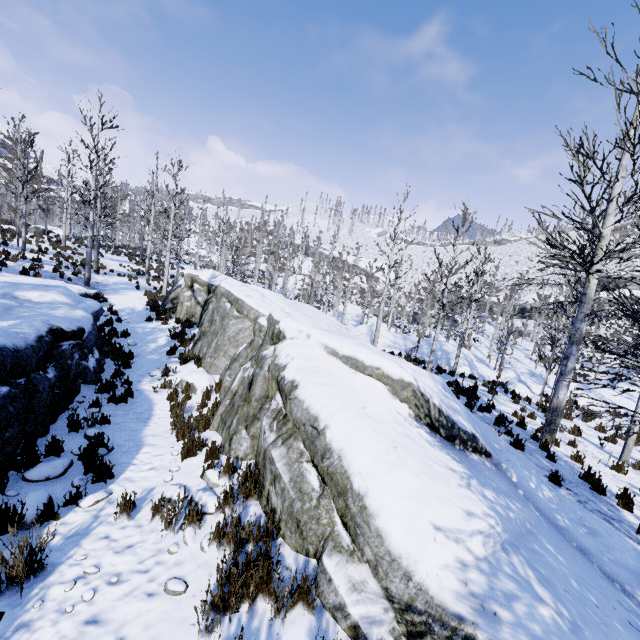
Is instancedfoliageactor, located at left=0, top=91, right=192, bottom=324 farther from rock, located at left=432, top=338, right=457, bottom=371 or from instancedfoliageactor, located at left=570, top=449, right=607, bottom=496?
instancedfoliageactor, located at left=570, top=449, right=607, bottom=496

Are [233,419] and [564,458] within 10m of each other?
yes

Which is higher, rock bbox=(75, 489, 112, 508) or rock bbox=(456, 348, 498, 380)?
Answer: rock bbox=(75, 489, 112, 508)

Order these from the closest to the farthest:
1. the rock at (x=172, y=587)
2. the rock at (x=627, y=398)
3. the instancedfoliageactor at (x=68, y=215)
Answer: the rock at (x=172, y=587), the instancedfoliageactor at (x=68, y=215), the rock at (x=627, y=398)

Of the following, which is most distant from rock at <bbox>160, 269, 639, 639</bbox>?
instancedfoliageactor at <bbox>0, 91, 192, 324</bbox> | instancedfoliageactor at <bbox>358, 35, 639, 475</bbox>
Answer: instancedfoliageactor at <bbox>0, 91, 192, 324</bbox>

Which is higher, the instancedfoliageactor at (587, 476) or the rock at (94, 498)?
the instancedfoliageactor at (587, 476)
